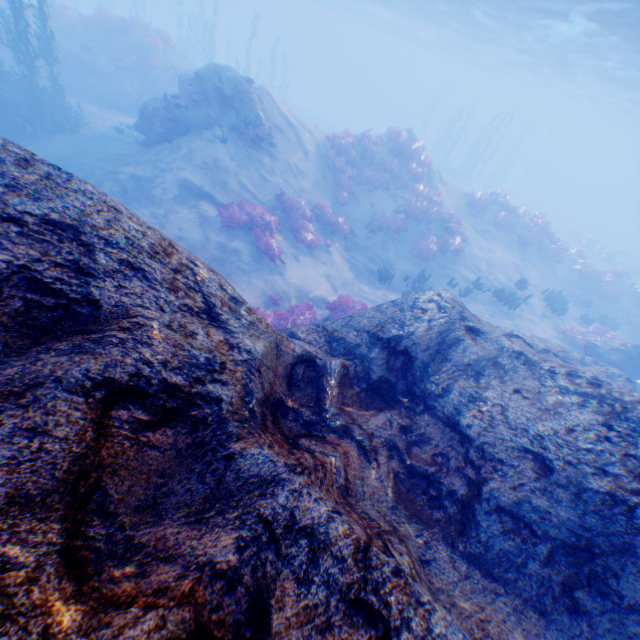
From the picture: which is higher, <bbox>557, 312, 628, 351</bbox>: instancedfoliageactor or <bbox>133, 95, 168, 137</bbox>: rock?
<bbox>133, 95, 168, 137</bbox>: rock

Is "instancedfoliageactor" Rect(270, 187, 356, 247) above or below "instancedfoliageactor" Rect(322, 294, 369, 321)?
above

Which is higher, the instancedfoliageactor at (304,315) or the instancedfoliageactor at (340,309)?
the instancedfoliageactor at (340,309)

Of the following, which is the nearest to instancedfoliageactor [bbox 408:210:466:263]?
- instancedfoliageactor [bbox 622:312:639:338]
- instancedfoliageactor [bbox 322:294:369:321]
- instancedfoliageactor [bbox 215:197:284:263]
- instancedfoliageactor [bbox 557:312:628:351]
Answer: instancedfoliageactor [bbox 322:294:369:321]

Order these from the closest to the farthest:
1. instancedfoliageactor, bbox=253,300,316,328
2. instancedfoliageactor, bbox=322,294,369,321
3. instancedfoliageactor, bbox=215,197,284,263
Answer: instancedfoliageactor, bbox=253,300,316,328
instancedfoliageactor, bbox=322,294,369,321
instancedfoliageactor, bbox=215,197,284,263

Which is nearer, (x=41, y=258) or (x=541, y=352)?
(x=41, y=258)

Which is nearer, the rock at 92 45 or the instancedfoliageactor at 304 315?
the instancedfoliageactor at 304 315

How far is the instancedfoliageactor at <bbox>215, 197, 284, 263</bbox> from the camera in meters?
12.0
